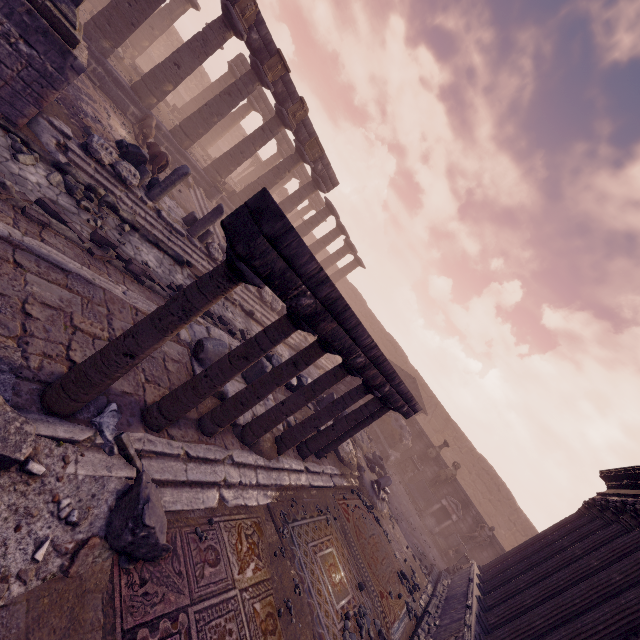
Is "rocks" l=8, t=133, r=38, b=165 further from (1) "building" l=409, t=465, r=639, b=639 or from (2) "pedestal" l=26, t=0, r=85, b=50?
(1) "building" l=409, t=465, r=639, b=639

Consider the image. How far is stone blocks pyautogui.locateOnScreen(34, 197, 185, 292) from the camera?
5.8 meters

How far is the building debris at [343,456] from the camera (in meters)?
10.20

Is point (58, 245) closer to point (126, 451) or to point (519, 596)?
point (126, 451)

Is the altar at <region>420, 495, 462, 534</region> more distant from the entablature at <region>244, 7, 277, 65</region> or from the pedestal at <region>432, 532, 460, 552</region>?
the entablature at <region>244, 7, 277, 65</region>

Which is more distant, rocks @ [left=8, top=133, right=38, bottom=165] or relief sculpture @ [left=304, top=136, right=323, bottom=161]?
relief sculpture @ [left=304, top=136, right=323, bottom=161]

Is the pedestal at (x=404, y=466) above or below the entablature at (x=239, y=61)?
below

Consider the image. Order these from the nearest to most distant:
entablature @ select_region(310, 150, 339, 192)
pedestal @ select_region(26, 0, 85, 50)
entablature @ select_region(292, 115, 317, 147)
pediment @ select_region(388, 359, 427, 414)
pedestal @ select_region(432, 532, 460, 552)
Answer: pedestal @ select_region(26, 0, 85, 50)
pedestal @ select_region(432, 532, 460, 552)
entablature @ select_region(292, 115, 317, 147)
entablature @ select_region(310, 150, 339, 192)
pediment @ select_region(388, 359, 427, 414)
